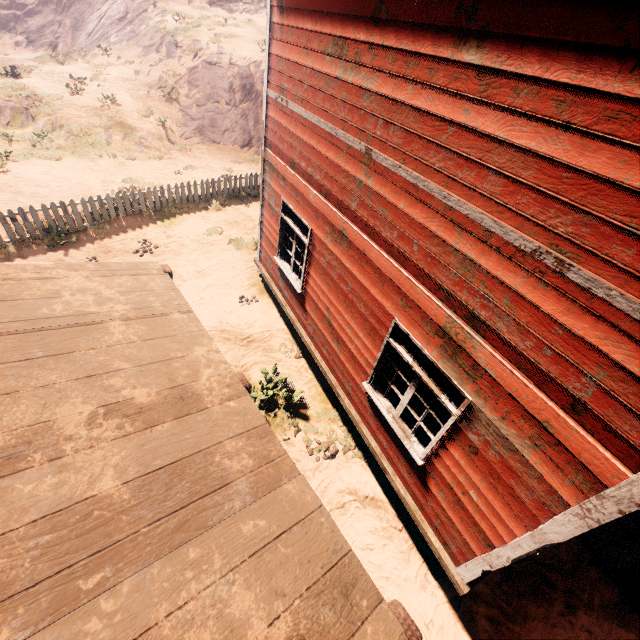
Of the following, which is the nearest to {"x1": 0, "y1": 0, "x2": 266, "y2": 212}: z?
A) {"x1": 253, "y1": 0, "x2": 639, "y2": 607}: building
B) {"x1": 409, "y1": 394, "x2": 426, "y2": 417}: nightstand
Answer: {"x1": 253, "y1": 0, "x2": 639, "y2": 607}: building

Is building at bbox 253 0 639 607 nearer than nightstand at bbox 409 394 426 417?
Yes

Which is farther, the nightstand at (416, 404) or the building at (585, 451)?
the nightstand at (416, 404)

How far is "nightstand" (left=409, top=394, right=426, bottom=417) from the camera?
5.3m

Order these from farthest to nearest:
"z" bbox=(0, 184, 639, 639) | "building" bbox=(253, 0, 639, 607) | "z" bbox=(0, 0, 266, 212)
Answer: "z" bbox=(0, 0, 266, 212) < "z" bbox=(0, 184, 639, 639) < "building" bbox=(253, 0, 639, 607)

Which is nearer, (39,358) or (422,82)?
(39,358)

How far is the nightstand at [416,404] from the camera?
5.3m

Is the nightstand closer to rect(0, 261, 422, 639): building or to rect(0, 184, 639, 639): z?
rect(0, 261, 422, 639): building
